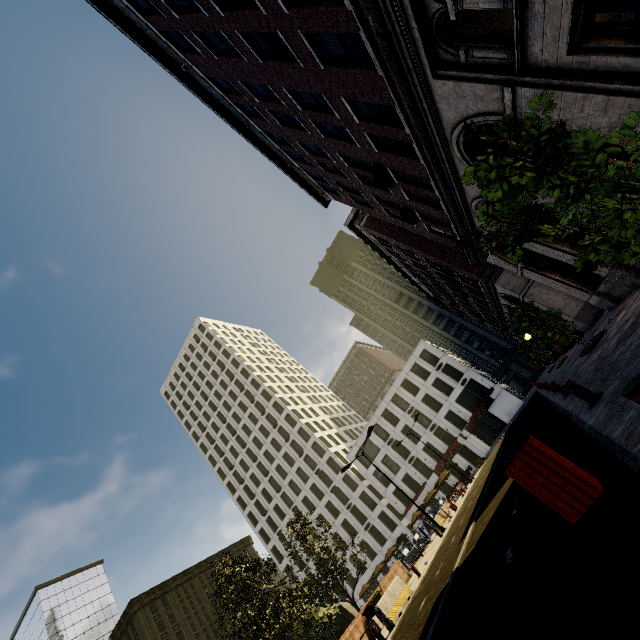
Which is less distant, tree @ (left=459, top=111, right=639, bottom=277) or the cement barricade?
tree @ (left=459, top=111, right=639, bottom=277)

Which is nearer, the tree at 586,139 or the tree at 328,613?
the tree at 586,139

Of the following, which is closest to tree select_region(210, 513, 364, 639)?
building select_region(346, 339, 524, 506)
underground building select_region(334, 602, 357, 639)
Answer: underground building select_region(334, 602, 357, 639)

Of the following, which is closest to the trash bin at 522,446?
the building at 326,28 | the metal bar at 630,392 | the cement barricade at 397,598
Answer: the metal bar at 630,392

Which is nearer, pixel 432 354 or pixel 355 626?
pixel 355 626

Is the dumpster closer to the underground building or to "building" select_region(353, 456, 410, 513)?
the underground building

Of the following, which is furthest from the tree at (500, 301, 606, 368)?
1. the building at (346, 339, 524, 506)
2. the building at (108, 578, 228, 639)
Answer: the building at (346, 339, 524, 506)

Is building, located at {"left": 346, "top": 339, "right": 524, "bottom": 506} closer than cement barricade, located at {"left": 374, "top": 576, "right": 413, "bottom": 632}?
No
